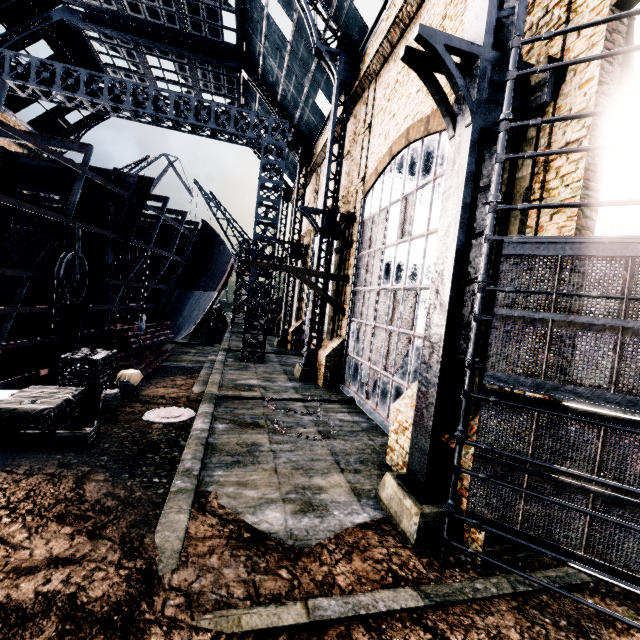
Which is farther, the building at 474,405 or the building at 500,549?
the building at 474,405

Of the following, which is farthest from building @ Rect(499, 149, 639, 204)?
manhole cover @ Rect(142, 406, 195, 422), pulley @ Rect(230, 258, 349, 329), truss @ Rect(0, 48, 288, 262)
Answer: manhole cover @ Rect(142, 406, 195, 422)

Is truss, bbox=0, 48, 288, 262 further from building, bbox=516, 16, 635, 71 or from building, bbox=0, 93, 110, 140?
building, bbox=0, 93, 110, 140

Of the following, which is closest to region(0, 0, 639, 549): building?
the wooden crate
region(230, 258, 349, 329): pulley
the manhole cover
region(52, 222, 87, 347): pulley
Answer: region(230, 258, 349, 329): pulley

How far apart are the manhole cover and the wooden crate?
1.9m

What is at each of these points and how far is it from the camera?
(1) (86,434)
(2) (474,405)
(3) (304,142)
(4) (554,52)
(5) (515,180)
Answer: (1) wooden crate, 8.7m
(2) building, 7.3m
(3) building, 30.0m
(4) building, 6.6m
(5) building, 7.1m

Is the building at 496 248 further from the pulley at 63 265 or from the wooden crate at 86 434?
the pulley at 63 265

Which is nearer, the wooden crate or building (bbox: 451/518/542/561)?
building (bbox: 451/518/542/561)
